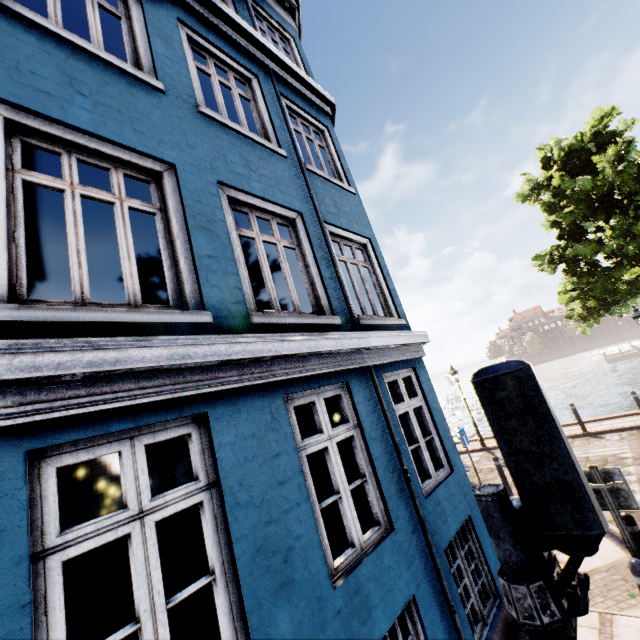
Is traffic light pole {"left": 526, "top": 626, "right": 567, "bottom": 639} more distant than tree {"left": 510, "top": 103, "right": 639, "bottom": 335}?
No

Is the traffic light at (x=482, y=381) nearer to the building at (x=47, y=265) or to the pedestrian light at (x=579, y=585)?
the pedestrian light at (x=579, y=585)

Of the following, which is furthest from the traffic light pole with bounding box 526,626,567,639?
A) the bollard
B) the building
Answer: the bollard

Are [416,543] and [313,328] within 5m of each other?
yes

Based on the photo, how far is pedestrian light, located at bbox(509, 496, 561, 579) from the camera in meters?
1.6

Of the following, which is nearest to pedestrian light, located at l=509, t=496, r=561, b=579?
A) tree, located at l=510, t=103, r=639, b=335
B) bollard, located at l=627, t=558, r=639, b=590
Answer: bollard, located at l=627, t=558, r=639, b=590

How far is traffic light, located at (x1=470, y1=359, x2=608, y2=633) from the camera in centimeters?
130cm

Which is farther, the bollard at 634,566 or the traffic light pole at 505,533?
the bollard at 634,566
